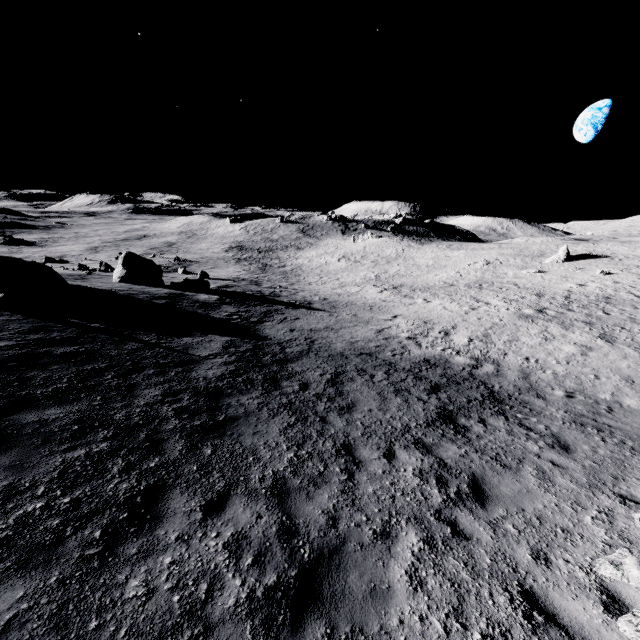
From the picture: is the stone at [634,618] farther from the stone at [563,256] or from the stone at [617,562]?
the stone at [563,256]

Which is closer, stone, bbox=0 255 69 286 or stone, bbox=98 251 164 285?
stone, bbox=0 255 69 286

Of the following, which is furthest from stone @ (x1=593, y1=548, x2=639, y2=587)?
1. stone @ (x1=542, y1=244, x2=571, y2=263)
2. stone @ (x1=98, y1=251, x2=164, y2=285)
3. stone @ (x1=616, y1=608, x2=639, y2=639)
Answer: stone @ (x1=542, y1=244, x2=571, y2=263)

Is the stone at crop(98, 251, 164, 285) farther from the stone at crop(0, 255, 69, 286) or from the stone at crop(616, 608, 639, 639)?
the stone at crop(616, 608, 639, 639)

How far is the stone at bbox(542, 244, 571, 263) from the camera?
42.4 meters

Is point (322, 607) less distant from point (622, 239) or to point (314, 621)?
point (314, 621)

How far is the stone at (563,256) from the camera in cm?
4244

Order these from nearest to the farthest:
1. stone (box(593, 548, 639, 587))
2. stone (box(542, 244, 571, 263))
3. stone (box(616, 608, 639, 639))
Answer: stone (box(616, 608, 639, 639)) → stone (box(593, 548, 639, 587)) → stone (box(542, 244, 571, 263))
